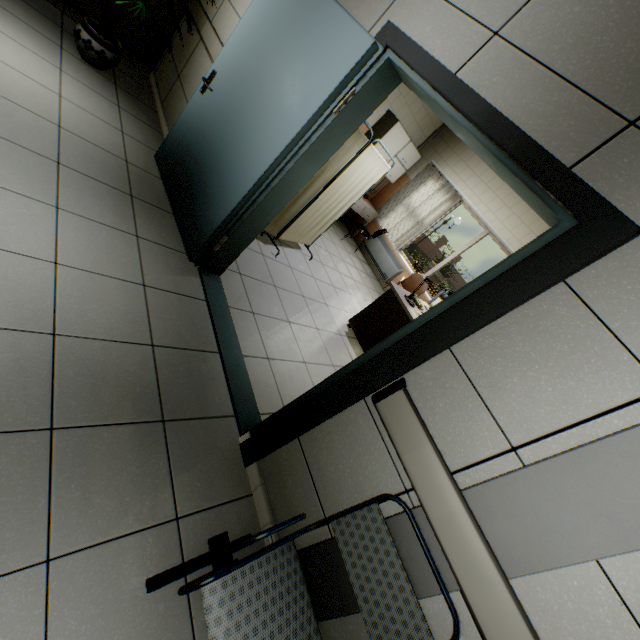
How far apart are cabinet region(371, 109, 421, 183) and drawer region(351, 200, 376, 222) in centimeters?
75cm

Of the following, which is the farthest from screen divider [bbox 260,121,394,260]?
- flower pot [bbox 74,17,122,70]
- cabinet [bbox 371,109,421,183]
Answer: cabinet [bbox 371,109,421,183]

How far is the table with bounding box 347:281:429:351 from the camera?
4.04m

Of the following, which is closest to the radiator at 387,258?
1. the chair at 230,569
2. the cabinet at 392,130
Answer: the cabinet at 392,130

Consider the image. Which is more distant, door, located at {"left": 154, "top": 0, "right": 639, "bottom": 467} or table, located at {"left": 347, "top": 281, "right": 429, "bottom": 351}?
table, located at {"left": 347, "top": 281, "right": 429, "bottom": 351}

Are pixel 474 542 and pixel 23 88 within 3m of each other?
no

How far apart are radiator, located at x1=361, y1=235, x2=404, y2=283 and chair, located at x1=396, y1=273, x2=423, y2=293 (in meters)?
0.53

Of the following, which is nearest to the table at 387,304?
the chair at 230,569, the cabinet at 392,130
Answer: the chair at 230,569
